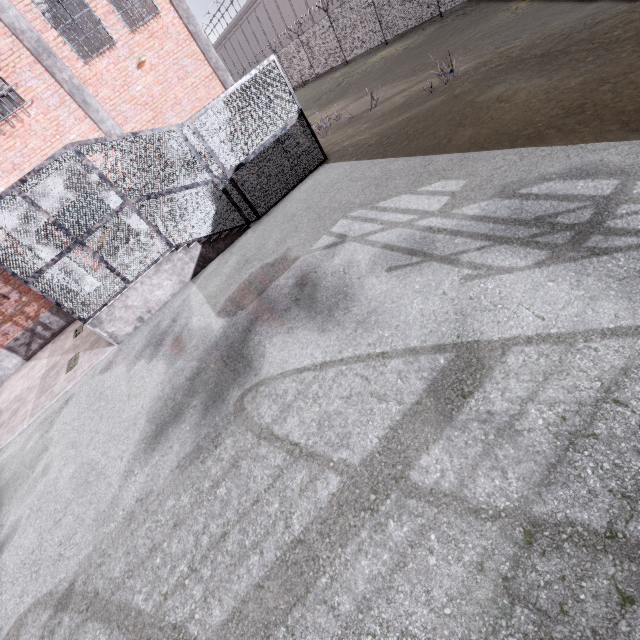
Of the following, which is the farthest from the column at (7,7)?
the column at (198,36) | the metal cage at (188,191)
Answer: the column at (198,36)

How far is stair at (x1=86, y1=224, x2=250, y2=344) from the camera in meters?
8.7 m

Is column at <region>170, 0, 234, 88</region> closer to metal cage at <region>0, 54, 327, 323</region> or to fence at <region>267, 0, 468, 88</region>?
metal cage at <region>0, 54, 327, 323</region>

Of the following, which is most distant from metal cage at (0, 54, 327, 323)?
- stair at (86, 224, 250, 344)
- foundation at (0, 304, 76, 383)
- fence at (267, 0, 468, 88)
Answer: fence at (267, 0, 468, 88)

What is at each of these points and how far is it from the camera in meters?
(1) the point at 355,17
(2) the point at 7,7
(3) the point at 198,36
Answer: (1) fence, 19.4
(2) column, 9.7
(3) column, 12.3

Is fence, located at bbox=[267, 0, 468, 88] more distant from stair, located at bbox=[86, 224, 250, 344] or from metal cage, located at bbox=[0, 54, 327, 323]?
stair, located at bbox=[86, 224, 250, 344]

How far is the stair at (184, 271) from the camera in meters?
8.7 m

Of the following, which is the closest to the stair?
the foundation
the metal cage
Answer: the metal cage
